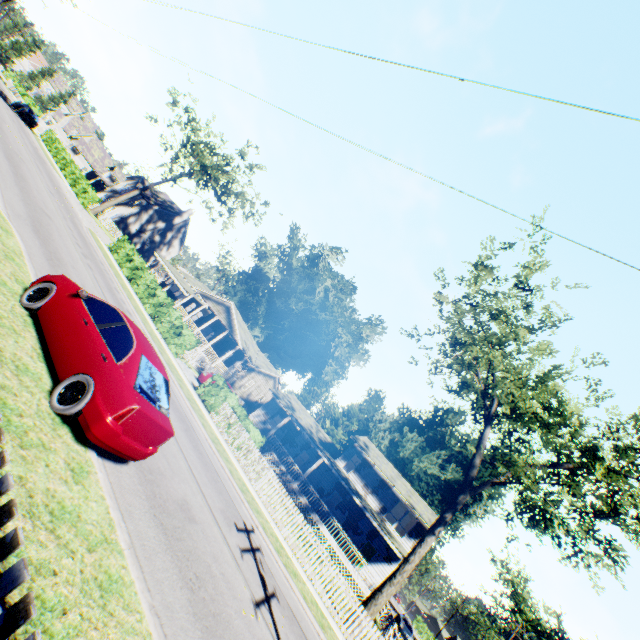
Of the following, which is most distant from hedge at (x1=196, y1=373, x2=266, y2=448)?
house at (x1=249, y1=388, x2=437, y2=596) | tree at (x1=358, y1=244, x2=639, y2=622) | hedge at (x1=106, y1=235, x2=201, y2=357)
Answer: house at (x1=249, y1=388, x2=437, y2=596)

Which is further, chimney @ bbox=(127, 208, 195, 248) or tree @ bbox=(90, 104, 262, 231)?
chimney @ bbox=(127, 208, 195, 248)

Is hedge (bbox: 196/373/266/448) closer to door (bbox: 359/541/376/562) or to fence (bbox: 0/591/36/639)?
fence (bbox: 0/591/36/639)

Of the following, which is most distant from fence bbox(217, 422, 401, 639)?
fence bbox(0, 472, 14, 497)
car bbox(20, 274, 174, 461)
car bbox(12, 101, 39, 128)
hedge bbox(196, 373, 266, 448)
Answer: car bbox(12, 101, 39, 128)

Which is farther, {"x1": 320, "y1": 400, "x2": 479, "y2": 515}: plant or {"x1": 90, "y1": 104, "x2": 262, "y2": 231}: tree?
{"x1": 320, "y1": 400, "x2": 479, "y2": 515}: plant

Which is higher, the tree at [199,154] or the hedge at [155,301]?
the tree at [199,154]

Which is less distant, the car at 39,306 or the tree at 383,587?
the car at 39,306

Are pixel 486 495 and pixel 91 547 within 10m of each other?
no
